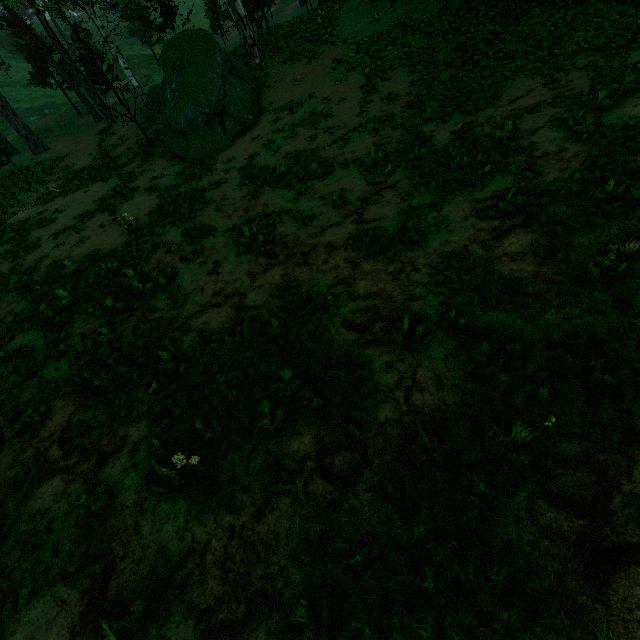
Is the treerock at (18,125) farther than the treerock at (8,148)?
Yes

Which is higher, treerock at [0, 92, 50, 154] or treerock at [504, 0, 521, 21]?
treerock at [0, 92, 50, 154]

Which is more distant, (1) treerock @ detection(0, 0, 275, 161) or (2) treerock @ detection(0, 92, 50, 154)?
(2) treerock @ detection(0, 92, 50, 154)

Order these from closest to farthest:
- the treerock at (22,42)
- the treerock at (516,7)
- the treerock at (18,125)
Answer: the treerock at (516,7), the treerock at (22,42), the treerock at (18,125)

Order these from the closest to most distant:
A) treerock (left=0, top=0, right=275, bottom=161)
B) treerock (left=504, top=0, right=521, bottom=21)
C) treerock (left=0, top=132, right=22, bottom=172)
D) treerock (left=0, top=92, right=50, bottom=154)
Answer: treerock (left=504, top=0, right=521, bottom=21) < treerock (left=0, top=0, right=275, bottom=161) < treerock (left=0, top=132, right=22, bottom=172) < treerock (left=0, top=92, right=50, bottom=154)

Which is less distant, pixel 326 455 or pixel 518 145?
pixel 326 455
